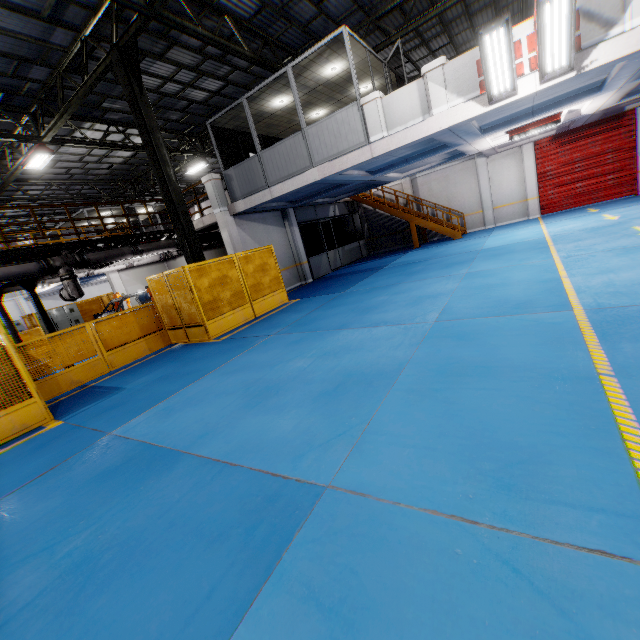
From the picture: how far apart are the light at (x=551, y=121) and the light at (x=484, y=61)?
5.8 meters

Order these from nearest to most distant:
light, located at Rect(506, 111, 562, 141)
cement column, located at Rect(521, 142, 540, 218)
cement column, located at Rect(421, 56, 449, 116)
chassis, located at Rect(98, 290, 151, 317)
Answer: cement column, located at Rect(421, 56, 449, 116), light, located at Rect(506, 111, 562, 141), chassis, located at Rect(98, 290, 151, 317), cement column, located at Rect(521, 142, 540, 218)

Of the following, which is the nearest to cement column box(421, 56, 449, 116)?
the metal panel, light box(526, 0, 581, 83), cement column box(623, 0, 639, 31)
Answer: light box(526, 0, 581, 83)

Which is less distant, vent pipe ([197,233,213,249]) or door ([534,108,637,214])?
door ([534,108,637,214])

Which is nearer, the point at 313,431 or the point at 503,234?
the point at 313,431

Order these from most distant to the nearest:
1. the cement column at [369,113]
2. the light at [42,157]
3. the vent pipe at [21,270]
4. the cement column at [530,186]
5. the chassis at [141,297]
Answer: the cement column at [530,186], the chassis at [141,297], the light at [42,157], the vent pipe at [21,270], the cement column at [369,113]

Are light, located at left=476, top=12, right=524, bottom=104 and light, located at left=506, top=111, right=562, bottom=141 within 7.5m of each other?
yes

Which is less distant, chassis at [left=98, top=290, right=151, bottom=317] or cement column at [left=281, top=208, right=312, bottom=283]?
chassis at [left=98, top=290, right=151, bottom=317]
